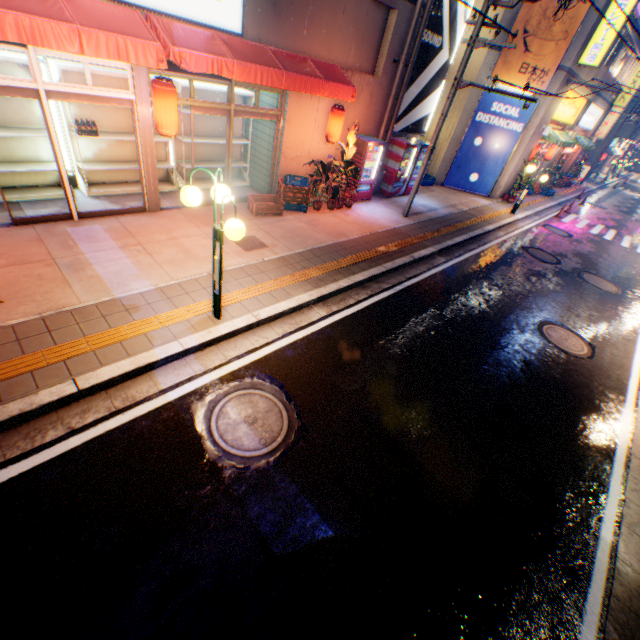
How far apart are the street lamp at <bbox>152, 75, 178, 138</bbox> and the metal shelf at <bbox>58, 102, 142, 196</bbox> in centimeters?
173cm

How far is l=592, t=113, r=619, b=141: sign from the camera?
29.5m

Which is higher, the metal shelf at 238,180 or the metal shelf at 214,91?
the metal shelf at 214,91

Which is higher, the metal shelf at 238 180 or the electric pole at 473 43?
the electric pole at 473 43

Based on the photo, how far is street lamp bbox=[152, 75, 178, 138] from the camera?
6.1m

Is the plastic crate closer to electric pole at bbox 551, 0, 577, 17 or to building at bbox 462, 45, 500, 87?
electric pole at bbox 551, 0, 577, 17

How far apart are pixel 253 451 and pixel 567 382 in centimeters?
656cm

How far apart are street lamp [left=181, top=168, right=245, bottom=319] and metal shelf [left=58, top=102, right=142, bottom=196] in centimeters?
503cm
